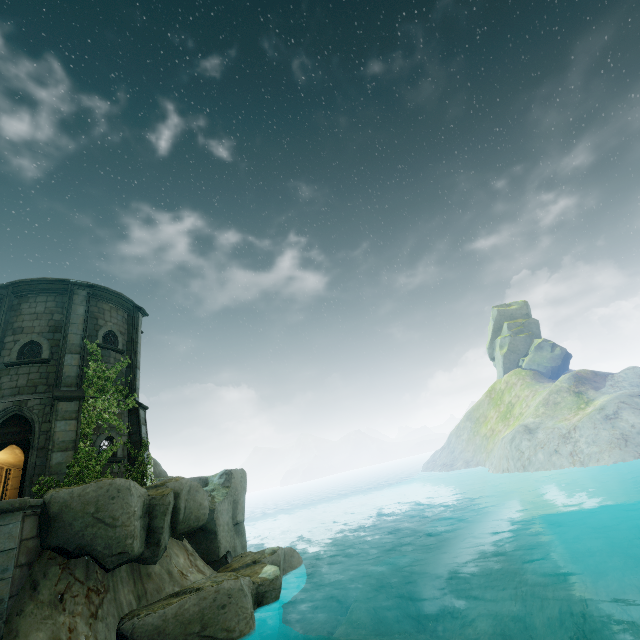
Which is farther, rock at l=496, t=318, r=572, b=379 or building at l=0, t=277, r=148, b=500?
rock at l=496, t=318, r=572, b=379

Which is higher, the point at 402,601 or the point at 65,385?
the point at 65,385

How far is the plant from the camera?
11.70m

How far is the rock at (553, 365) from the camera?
50.4m

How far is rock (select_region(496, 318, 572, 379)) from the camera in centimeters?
5044cm

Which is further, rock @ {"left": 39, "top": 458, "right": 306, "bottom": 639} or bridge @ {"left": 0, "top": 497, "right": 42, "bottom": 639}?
rock @ {"left": 39, "top": 458, "right": 306, "bottom": 639}

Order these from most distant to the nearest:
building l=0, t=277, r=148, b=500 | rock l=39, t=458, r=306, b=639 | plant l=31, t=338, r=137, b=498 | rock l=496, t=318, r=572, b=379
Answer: rock l=496, t=318, r=572, b=379, building l=0, t=277, r=148, b=500, plant l=31, t=338, r=137, b=498, rock l=39, t=458, r=306, b=639

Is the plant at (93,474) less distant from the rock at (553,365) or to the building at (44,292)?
the building at (44,292)
